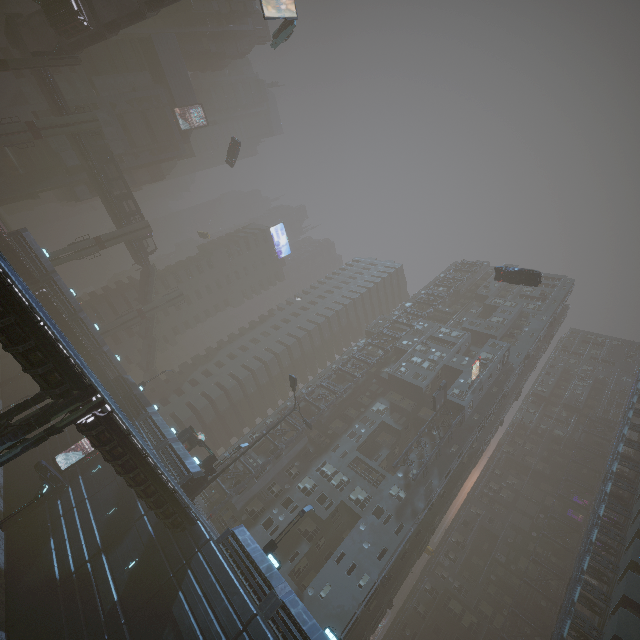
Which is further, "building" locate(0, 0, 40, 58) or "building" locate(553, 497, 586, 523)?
"building" locate(0, 0, 40, 58)

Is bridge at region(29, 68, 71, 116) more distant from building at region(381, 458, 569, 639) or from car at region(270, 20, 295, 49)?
car at region(270, 20, 295, 49)

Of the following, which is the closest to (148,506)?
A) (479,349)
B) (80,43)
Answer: (479,349)

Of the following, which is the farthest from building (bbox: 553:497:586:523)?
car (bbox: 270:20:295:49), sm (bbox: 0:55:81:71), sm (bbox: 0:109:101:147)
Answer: sm (bbox: 0:109:101:147)

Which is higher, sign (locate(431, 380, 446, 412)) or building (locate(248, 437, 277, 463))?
sign (locate(431, 380, 446, 412))

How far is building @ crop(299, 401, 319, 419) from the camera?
47.5 meters

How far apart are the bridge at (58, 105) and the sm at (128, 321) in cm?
2960

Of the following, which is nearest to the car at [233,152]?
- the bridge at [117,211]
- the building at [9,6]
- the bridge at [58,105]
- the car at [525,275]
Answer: the car at [525,275]
